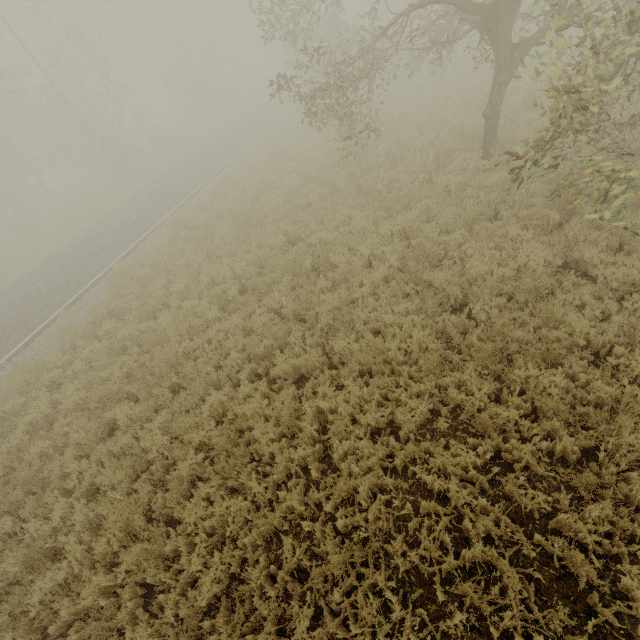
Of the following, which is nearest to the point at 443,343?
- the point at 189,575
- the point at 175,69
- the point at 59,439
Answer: the point at 189,575

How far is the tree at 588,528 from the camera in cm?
351

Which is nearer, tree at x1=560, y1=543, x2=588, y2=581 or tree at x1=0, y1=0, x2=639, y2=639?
tree at x1=560, y1=543, x2=588, y2=581

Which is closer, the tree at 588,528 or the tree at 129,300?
the tree at 588,528

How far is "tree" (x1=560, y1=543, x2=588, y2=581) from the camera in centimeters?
340cm

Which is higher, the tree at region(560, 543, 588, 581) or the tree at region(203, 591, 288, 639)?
the tree at region(203, 591, 288, 639)

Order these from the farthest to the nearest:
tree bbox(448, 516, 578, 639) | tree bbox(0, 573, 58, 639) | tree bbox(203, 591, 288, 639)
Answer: tree bbox(0, 573, 58, 639) → tree bbox(203, 591, 288, 639) → tree bbox(448, 516, 578, 639)
